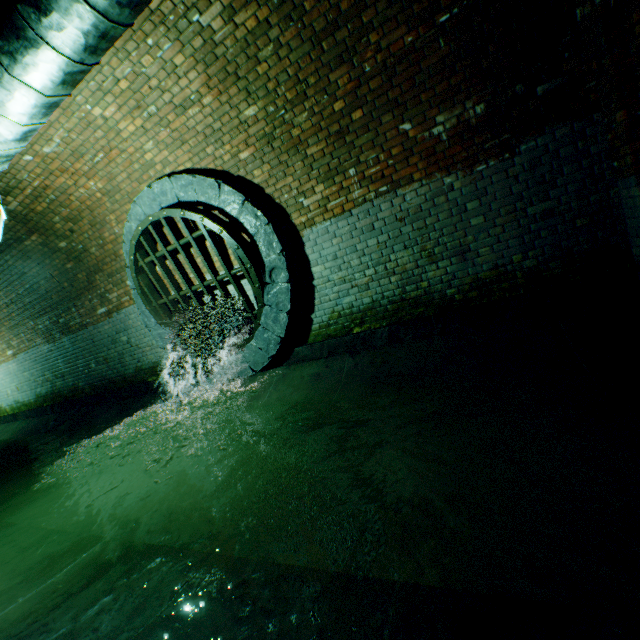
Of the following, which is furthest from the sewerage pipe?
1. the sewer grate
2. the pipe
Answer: the pipe

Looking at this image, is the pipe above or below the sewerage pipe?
above

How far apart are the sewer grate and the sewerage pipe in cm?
1

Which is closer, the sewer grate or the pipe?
the pipe

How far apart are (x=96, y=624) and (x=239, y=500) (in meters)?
1.16

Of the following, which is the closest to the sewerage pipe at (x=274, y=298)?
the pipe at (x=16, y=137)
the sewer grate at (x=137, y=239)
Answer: the sewer grate at (x=137, y=239)

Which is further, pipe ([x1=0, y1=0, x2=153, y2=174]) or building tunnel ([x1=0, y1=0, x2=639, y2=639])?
pipe ([x1=0, y1=0, x2=153, y2=174])

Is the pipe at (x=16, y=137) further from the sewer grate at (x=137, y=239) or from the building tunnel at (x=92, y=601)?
the sewer grate at (x=137, y=239)
